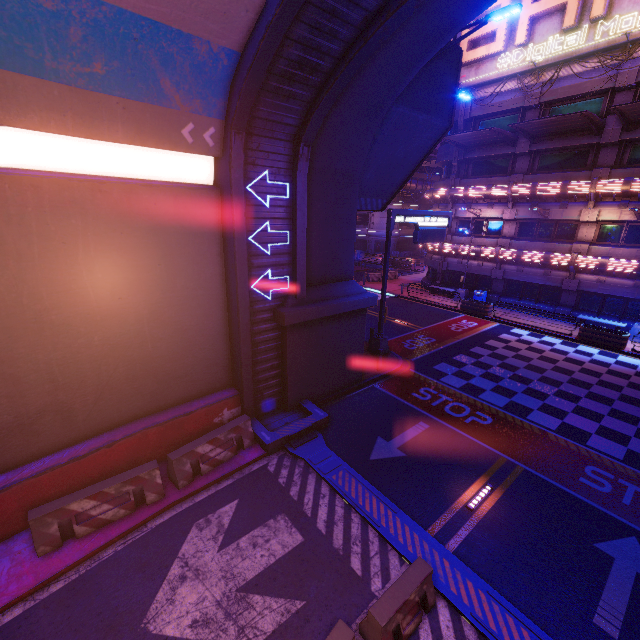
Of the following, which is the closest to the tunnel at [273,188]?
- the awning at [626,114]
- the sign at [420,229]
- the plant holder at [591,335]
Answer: the sign at [420,229]

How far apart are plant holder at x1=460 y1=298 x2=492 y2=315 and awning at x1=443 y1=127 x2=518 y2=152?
11.5 meters

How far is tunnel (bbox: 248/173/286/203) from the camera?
9.18m

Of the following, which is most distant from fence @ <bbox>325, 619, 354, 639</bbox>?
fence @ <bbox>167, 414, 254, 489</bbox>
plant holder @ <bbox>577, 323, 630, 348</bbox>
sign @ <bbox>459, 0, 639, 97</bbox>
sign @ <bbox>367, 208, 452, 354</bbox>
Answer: sign @ <bbox>459, 0, 639, 97</bbox>

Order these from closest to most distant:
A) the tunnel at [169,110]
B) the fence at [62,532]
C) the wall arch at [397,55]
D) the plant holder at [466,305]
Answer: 1. the tunnel at [169,110]
2. the fence at [62,532]
3. the wall arch at [397,55]
4. the plant holder at [466,305]

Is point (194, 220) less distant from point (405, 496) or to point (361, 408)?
point (361, 408)

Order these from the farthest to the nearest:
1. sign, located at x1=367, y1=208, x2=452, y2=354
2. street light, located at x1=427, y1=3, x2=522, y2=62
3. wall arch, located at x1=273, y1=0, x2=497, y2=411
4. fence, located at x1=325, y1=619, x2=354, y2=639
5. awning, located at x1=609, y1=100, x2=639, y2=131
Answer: awning, located at x1=609, y1=100, x2=639, y2=131, sign, located at x1=367, y1=208, x2=452, y2=354, street light, located at x1=427, y1=3, x2=522, y2=62, wall arch, located at x1=273, y1=0, x2=497, y2=411, fence, located at x1=325, y1=619, x2=354, y2=639

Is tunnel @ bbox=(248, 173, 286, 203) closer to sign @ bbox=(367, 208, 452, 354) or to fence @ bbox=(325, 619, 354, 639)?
fence @ bbox=(325, 619, 354, 639)
